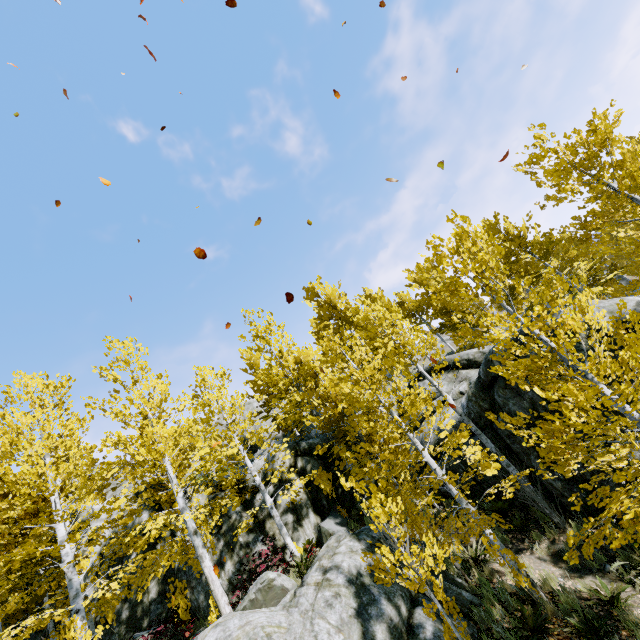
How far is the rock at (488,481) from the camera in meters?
10.8 m

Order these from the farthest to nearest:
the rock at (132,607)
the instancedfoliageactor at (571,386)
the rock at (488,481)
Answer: the rock at (132,607), the rock at (488,481), the instancedfoliageactor at (571,386)

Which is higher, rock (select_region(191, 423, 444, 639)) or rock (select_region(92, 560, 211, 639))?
rock (select_region(92, 560, 211, 639))

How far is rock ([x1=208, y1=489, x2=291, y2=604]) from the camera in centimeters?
1247cm

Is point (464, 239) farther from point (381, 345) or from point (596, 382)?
point (381, 345)

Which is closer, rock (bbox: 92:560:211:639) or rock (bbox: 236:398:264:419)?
rock (bbox: 92:560:211:639)
